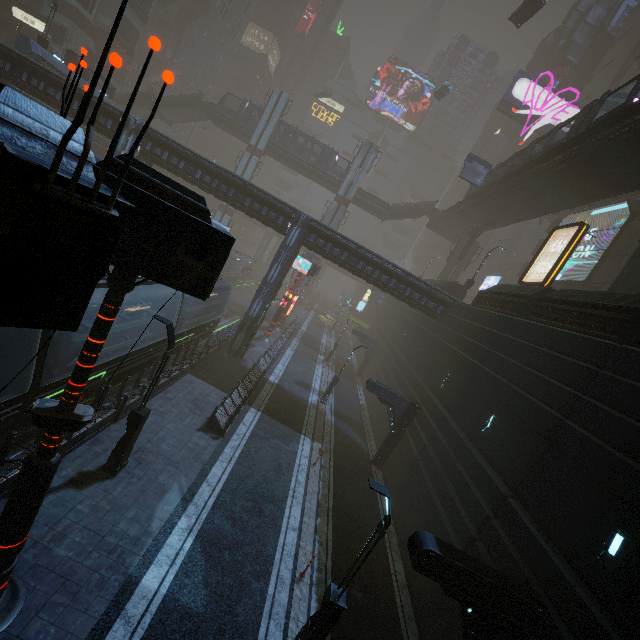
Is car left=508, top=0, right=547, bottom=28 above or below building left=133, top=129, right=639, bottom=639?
above

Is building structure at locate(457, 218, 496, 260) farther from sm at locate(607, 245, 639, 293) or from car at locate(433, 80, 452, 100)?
sm at locate(607, 245, 639, 293)

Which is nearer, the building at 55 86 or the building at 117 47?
the building at 55 86

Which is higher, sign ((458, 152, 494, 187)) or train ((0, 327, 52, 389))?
sign ((458, 152, 494, 187))

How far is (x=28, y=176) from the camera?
2.1 meters

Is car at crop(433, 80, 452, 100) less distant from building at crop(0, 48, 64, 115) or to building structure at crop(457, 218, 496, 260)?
building at crop(0, 48, 64, 115)

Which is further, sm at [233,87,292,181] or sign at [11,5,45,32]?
sign at [11,5,45,32]

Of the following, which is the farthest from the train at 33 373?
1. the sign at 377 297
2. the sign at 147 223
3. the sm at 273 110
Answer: the sign at 377 297
